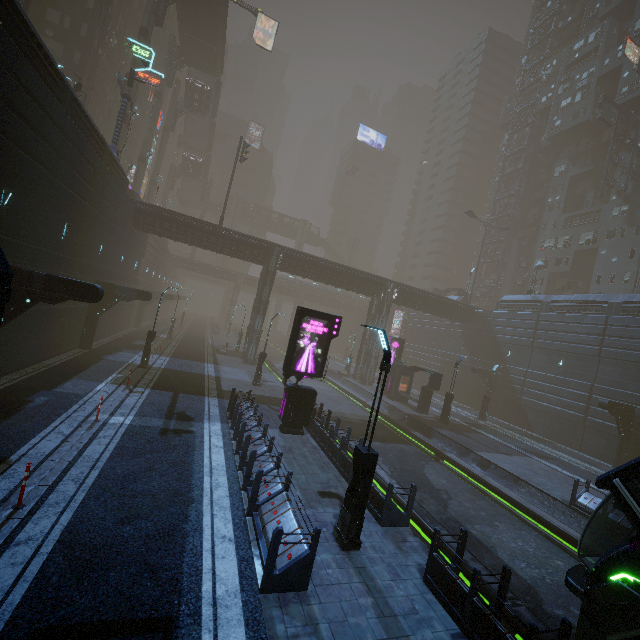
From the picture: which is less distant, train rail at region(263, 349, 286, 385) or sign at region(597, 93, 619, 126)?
train rail at region(263, 349, 286, 385)

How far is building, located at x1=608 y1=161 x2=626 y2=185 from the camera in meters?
41.6

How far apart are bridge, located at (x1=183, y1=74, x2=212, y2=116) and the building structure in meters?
3.6

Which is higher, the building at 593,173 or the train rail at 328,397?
the building at 593,173

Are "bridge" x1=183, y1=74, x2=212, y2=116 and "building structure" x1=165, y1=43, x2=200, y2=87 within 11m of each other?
yes

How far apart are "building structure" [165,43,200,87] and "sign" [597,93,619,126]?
52.59m

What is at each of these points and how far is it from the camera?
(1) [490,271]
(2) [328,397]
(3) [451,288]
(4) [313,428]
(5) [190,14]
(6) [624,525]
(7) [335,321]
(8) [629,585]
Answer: (1) building, 59.8m
(2) train rail, 30.7m
(3) building, 50.3m
(4) building, 15.8m
(5) bridge, 38.4m
(6) building, 13.0m
(7) sign, 15.9m
(8) train, 5.5m

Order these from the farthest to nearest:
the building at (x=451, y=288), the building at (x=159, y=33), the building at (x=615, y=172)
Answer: the building at (x=159, y=33) → the building at (x=451, y=288) → the building at (x=615, y=172)
